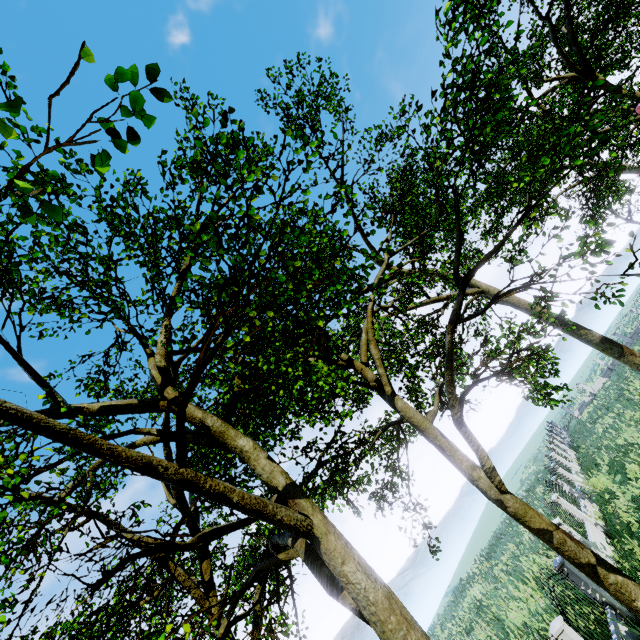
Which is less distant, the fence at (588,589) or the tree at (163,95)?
the tree at (163,95)

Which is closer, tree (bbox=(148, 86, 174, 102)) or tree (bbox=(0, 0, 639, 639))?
tree (bbox=(148, 86, 174, 102))

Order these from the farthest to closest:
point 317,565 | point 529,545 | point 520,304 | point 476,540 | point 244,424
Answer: point 476,540, point 520,304, point 529,545, point 244,424, point 317,565

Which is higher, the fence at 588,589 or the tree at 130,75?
the tree at 130,75

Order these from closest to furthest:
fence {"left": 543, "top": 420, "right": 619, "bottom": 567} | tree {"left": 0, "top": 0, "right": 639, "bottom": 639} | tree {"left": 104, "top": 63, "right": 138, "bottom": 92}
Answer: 1. tree {"left": 104, "top": 63, "right": 138, "bottom": 92}
2. tree {"left": 0, "top": 0, "right": 639, "bottom": 639}
3. fence {"left": 543, "top": 420, "right": 619, "bottom": 567}

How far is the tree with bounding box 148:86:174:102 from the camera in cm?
238

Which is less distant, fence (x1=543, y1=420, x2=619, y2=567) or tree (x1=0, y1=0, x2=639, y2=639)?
tree (x1=0, y1=0, x2=639, y2=639)
